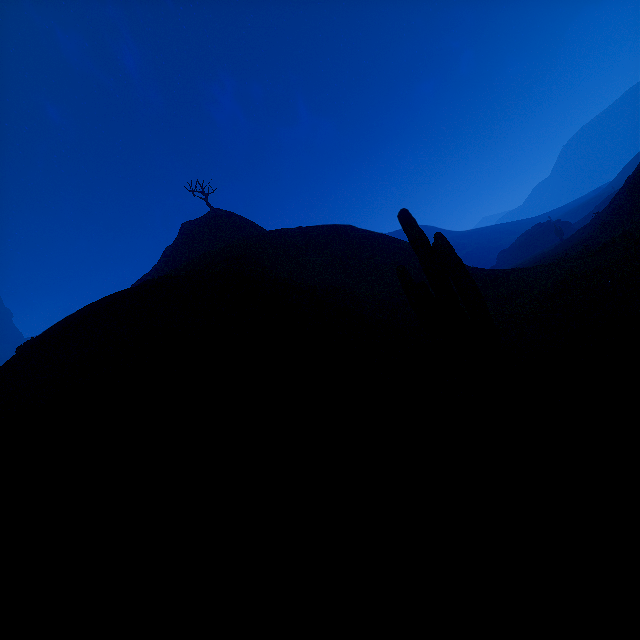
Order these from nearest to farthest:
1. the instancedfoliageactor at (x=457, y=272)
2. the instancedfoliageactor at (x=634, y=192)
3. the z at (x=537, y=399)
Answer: the z at (x=537, y=399) → the instancedfoliageactor at (x=457, y=272) → the instancedfoliageactor at (x=634, y=192)

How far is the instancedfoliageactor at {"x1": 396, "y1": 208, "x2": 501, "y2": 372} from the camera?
6.7 meters

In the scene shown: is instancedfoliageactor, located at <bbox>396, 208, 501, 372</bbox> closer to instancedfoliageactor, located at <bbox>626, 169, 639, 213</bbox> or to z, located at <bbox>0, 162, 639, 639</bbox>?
z, located at <bbox>0, 162, 639, 639</bbox>

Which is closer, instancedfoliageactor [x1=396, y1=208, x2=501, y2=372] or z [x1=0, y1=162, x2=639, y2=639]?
z [x1=0, y1=162, x2=639, y2=639]

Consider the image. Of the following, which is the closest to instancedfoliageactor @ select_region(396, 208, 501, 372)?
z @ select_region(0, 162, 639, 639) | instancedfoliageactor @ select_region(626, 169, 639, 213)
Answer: z @ select_region(0, 162, 639, 639)

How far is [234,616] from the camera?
3.2 meters

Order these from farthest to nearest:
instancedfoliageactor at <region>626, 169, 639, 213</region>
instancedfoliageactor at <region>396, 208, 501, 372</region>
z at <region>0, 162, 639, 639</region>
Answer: instancedfoliageactor at <region>626, 169, 639, 213</region> → instancedfoliageactor at <region>396, 208, 501, 372</region> → z at <region>0, 162, 639, 639</region>

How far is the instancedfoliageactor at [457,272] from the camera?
6.7m
